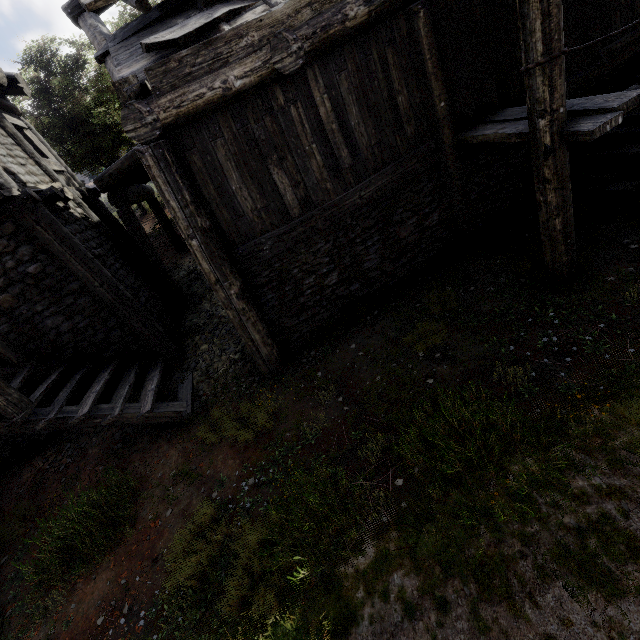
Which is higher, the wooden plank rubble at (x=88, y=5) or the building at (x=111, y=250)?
the wooden plank rubble at (x=88, y=5)

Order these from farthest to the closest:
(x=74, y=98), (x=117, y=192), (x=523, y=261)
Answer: (x=74, y=98) < (x=117, y=192) < (x=523, y=261)

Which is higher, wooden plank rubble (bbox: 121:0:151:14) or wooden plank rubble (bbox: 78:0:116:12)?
wooden plank rubble (bbox: 78:0:116:12)

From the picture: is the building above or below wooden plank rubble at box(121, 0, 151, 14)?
below
